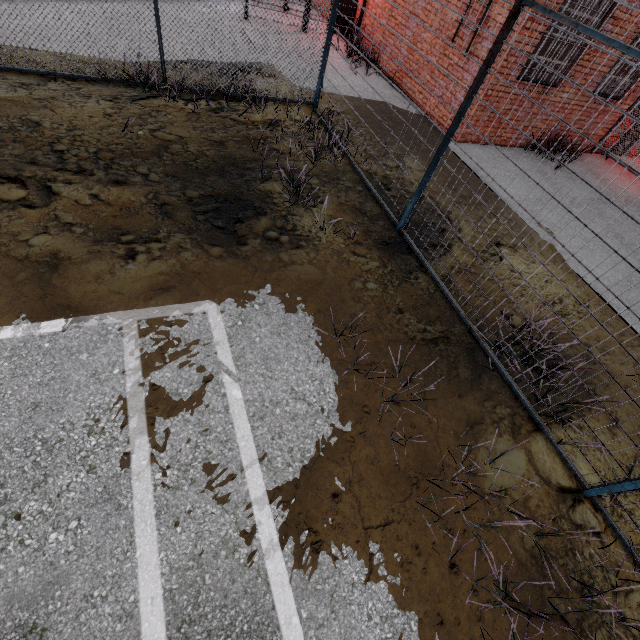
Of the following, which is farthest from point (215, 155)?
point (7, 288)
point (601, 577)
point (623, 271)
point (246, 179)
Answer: point (623, 271)
